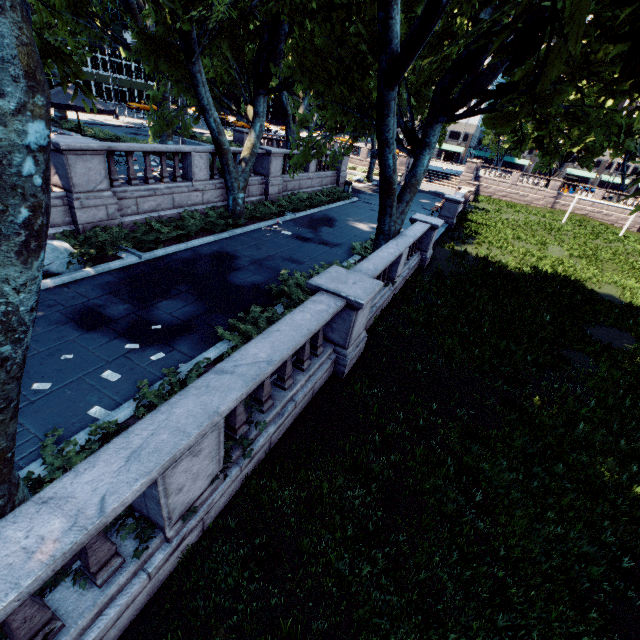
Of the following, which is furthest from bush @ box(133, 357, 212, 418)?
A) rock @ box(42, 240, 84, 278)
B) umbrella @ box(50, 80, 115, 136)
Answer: umbrella @ box(50, 80, 115, 136)

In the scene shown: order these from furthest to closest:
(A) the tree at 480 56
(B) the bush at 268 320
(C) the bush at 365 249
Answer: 1. (C) the bush at 365 249
2. (B) the bush at 268 320
3. (A) the tree at 480 56

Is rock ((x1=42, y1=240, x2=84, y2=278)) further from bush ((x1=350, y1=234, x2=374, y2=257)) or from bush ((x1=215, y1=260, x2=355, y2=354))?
bush ((x1=350, y1=234, x2=374, y2=257))

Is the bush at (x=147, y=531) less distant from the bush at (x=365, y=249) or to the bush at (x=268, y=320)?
the bush at (x=268, y=320)

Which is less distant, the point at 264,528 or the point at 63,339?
the point at 264,528

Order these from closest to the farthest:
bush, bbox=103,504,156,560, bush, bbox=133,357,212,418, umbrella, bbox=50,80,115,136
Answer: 1. bush, bbox=103,504,156,560
2. bush, bbox=133,357,212,418
3. umbrella, bbox=50,80,115,136

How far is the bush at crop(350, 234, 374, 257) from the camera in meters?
13.9

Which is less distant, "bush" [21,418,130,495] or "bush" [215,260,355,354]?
"bush" [21,418,130,495]
